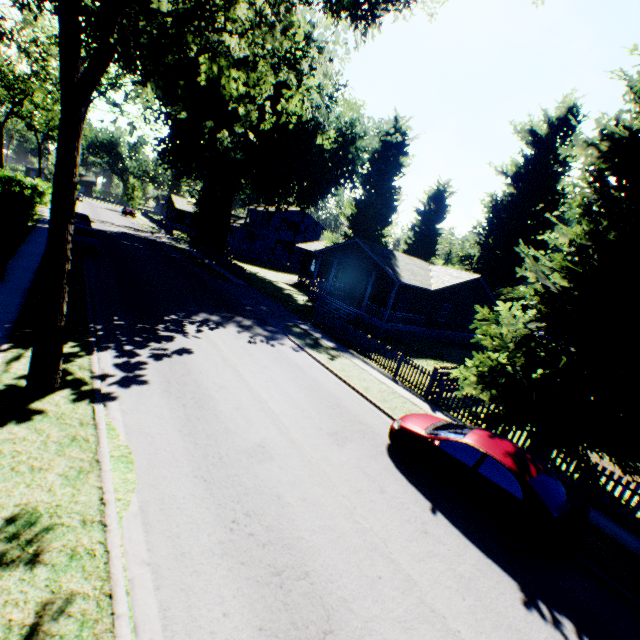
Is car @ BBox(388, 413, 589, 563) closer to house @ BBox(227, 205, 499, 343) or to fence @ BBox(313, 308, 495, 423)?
fence @ BBox(313, 308, 495, 423)

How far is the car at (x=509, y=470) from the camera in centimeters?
689cm

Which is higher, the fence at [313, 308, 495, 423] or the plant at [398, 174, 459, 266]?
the plant at [398, 174, 459, 266]

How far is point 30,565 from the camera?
4.3m

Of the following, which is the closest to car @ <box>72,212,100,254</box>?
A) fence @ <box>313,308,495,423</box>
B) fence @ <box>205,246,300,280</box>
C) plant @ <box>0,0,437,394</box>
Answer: plant @ <box>0,0,437,394</box>

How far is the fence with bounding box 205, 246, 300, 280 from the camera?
32.03m

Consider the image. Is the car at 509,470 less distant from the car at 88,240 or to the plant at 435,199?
the plant at 435,199

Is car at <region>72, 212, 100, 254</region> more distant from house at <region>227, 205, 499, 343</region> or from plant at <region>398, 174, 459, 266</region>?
house at <region>227, 205, 499, 343</region>
